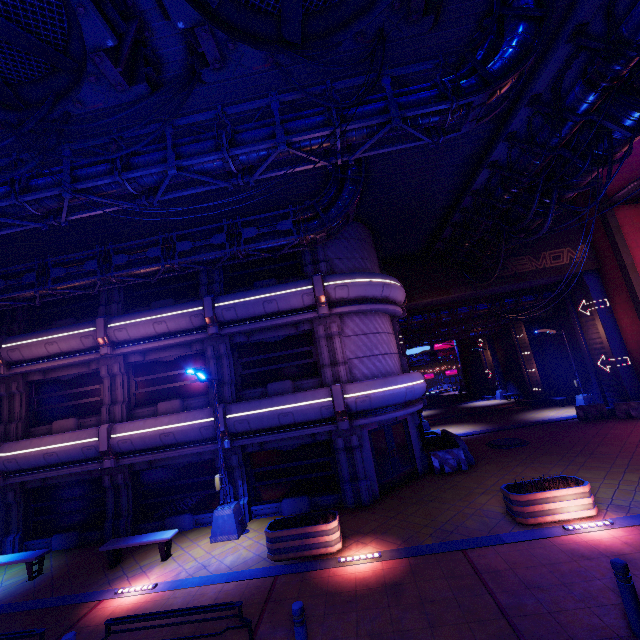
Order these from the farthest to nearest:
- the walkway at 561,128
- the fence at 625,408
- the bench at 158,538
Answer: the fence at 625,408, the bench at 158,538, the walkway at 561,128

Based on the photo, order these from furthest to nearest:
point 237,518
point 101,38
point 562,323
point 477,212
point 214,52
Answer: point 562,323, point 477,212, point 237,518, point 214,52, point 101,38

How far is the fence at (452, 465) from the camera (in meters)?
14.65

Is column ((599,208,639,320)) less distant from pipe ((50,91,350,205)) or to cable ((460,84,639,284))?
cable ((460,84,639,284))

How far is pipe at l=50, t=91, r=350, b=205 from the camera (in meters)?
7.07

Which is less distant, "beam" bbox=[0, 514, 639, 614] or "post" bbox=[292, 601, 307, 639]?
"post" bbox=[292, 601, 307, 639]

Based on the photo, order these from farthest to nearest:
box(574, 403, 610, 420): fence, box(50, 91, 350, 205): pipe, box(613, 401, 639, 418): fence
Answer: box(574, 403, 610, 420): fence < box(613, 401, 639, 418): fence < box(50, 91, 350, 205): pipe

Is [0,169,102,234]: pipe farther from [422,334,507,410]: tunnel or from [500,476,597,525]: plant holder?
[422,334,507,410]: tunnel
